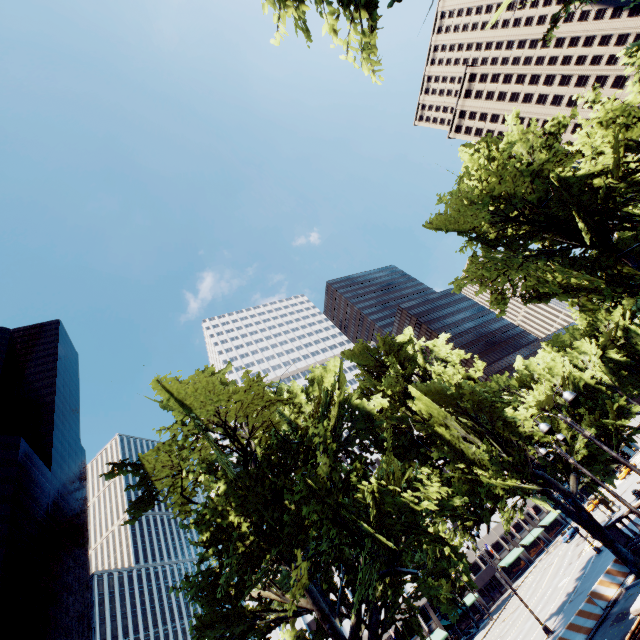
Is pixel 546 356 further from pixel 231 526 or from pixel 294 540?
pixel 231 526

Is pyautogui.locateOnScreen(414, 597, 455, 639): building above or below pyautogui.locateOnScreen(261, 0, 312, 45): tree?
below

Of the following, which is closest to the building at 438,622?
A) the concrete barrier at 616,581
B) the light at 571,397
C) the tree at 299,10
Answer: the tree at 299,10

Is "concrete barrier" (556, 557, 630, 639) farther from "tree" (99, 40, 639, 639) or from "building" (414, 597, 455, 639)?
"building" (414, 597, 455, 639)

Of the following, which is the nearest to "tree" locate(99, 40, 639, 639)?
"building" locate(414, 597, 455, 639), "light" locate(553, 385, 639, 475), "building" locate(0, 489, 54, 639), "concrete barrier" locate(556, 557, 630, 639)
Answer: "building" locate(414, 597, 455, 639)

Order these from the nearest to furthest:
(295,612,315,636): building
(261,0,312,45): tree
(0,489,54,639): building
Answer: (261,0,312,45): tree
(295,612,315,636): building
(0,489,54,639): building

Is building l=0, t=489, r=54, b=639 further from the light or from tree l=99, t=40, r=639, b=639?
the light

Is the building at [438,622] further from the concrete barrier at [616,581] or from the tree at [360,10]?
the concrete barrier at [616,581]
